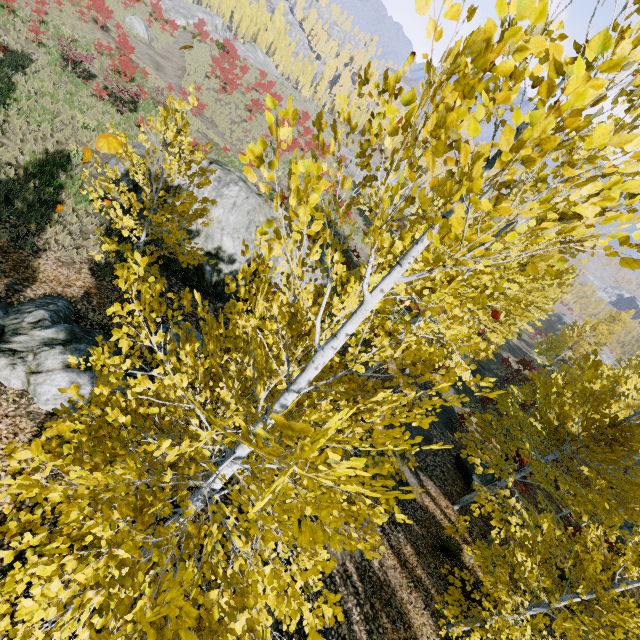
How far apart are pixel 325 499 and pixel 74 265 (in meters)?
10.51

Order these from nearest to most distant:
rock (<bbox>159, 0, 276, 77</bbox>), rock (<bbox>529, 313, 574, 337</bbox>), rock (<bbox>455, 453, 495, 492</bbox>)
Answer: rock (<bbox>455, 453, 495, 492</bbox>)
rock (<bbox>159, 0, 276, 77</bbox>)
rock (<bbox>529, 313, 574, 337</bbox>)

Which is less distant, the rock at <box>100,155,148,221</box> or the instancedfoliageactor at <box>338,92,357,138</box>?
the instancedfoliageactor at <box>338,92,357,138</box>

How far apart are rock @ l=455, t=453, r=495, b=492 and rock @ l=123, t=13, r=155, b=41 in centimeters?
4429cm

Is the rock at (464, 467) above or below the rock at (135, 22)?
below

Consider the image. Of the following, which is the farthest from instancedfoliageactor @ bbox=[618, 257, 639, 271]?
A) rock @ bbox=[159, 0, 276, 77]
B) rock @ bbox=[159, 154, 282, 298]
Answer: rock @ bbox=[159, 154, 282, 298]

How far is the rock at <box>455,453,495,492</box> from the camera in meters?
13.8

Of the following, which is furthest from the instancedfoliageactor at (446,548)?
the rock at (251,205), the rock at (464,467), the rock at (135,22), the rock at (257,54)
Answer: the rock at (135,22)
